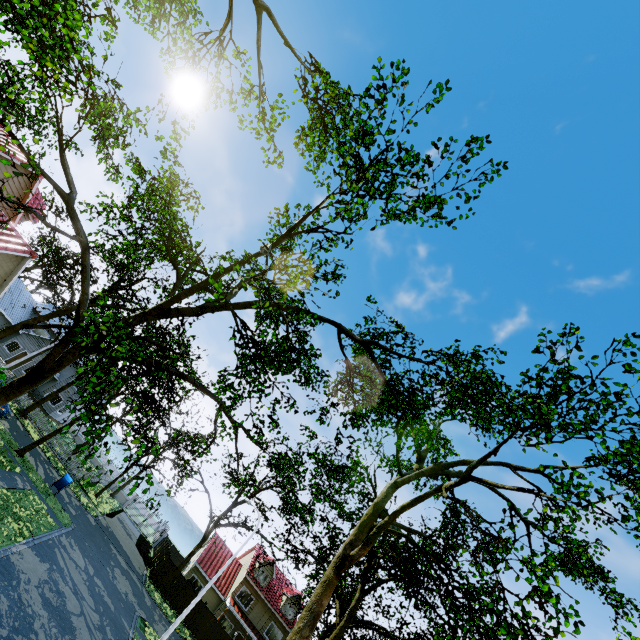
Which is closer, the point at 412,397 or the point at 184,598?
the point at 412,397

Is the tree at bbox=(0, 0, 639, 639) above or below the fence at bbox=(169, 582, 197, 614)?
above

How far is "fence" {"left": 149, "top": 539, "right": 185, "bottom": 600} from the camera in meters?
30.5

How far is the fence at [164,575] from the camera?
30.5 meters
